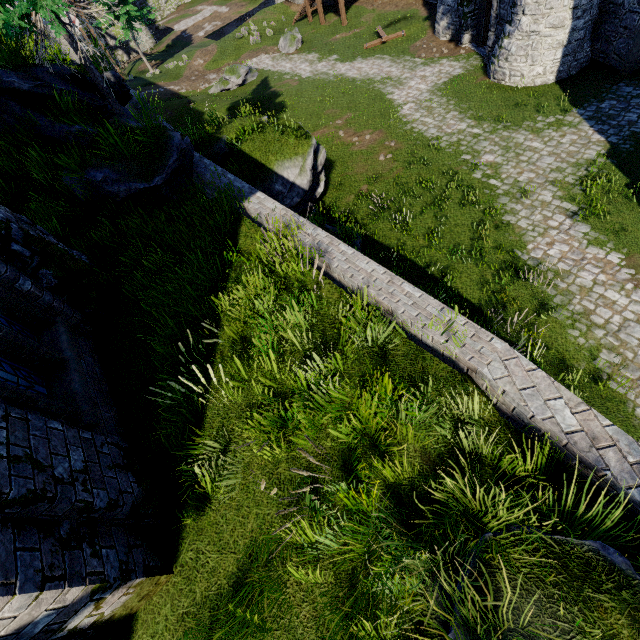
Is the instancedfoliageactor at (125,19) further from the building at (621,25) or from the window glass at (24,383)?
the window glass at (24,383)

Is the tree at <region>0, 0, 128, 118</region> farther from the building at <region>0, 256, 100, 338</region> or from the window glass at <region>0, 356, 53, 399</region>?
the window glass at <region>0, 356, 53, 399</region>

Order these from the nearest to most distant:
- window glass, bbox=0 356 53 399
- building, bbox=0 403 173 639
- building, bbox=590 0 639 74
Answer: building, bbox=0 403 173 639, window glass, bbox=0 356 53 399, building, bbox=590 0 639 74

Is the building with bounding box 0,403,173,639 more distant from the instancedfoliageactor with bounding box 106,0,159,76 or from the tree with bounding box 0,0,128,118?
the instancedfoliageactor with bounding box 106,0,159,76

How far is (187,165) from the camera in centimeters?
874cm

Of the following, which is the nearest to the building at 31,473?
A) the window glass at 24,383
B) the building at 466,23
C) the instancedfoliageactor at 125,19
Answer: the window glass at 24,383

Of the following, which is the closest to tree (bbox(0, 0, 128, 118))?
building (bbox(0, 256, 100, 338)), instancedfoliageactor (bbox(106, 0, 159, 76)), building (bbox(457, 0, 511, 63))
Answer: building (bbox(0, 256, 100, 338))
